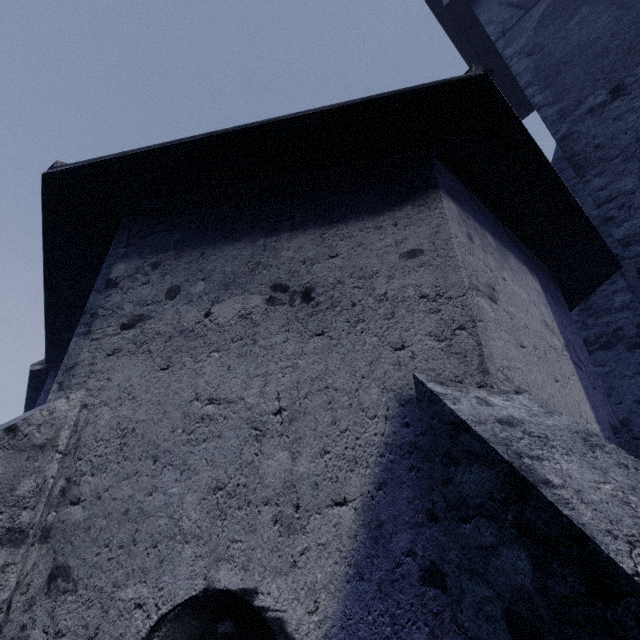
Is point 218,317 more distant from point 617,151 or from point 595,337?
point 595,337
